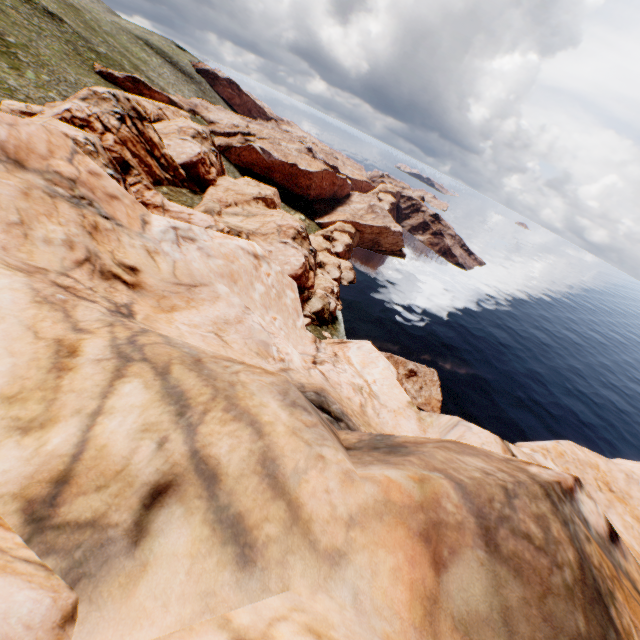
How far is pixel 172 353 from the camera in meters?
5.8

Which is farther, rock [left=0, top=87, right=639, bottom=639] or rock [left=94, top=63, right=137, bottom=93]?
rock [left=94, top=63, right=137, bottom=93]

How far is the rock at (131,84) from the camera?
56.31m

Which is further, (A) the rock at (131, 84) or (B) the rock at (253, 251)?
(A) the rock at (131, 84)

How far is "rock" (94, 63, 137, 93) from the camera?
56.3 meters
